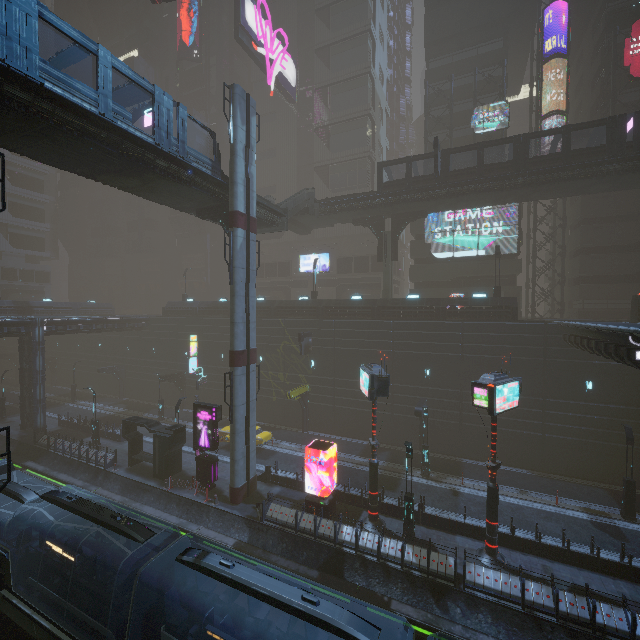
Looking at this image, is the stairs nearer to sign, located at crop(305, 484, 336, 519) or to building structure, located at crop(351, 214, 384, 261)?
building structure, located at crop(351, 214, 384, 261)

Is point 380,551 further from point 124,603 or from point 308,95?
point 308,95

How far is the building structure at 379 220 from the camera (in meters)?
34.19

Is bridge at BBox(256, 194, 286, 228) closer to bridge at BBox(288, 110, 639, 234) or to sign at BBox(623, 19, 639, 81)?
bridge at BBox(288, 110, 639, 234)

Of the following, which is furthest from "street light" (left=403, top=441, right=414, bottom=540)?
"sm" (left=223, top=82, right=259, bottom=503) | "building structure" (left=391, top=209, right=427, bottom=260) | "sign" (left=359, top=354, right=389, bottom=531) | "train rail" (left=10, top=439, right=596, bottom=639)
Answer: "building structure" (left=391, top=209, right=427, bottom=260)

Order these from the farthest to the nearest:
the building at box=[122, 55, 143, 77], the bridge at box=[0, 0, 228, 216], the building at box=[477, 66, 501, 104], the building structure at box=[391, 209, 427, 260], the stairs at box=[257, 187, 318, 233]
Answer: the building at box=[122, 55, 143, 77] → the building at box=[477, 66, 501, 104] → the building structure at box=[391, 209, 427, 260] → the stairs at box=[257, 187, 318, 233] → the bridge at box=[0, 0, 228, 216]

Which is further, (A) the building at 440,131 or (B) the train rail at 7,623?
(A) the building at 440,131

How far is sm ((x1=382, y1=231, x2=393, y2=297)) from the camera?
33.2m
